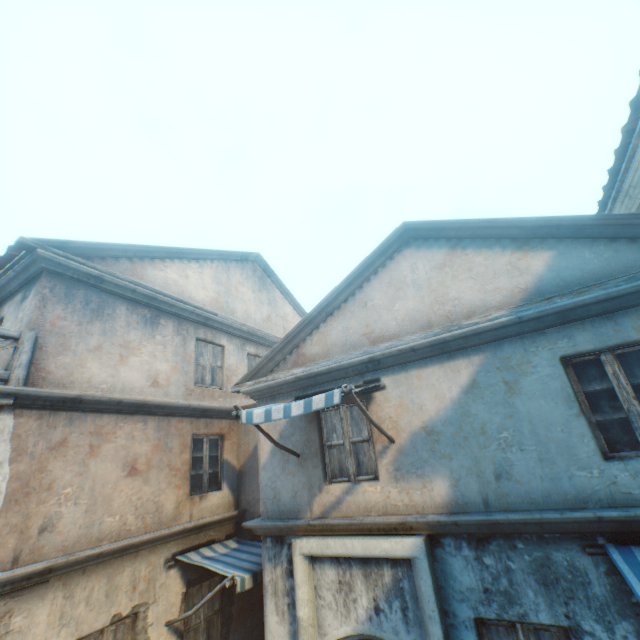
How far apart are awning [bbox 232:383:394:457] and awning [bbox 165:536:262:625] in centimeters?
294cm

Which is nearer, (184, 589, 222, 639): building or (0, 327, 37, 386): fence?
(0, 327, 37, 386): fence

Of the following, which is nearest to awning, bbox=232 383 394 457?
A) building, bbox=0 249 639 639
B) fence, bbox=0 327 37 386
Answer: building, bbox=0 249 639 639

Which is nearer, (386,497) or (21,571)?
(21,571)

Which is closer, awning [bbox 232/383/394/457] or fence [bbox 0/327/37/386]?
awning [bbox 232/383/394/457]

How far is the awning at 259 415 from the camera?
4.3m

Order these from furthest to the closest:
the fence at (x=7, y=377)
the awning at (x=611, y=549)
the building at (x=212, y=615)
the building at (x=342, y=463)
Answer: the building at (x=212, y=615) < the fence at (x=7, y=377) < the building at (x=342, y=463) < the awning at (x=611, y=549)

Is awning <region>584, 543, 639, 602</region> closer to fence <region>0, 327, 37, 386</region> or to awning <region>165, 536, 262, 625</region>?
awning <region>165, 536, 262, 625</region>
